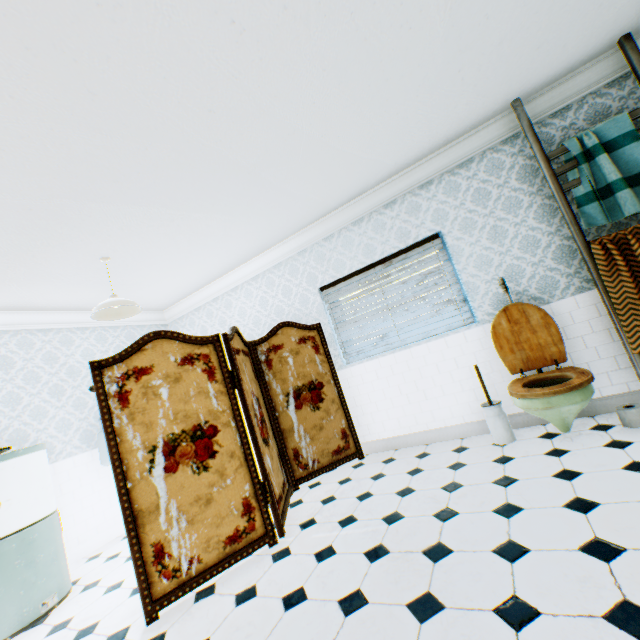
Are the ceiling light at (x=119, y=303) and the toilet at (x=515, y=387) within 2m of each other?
no

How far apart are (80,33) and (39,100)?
0.50m

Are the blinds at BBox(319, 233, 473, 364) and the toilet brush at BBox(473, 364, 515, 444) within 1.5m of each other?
yes

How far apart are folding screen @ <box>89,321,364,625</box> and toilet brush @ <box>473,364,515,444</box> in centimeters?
159cm

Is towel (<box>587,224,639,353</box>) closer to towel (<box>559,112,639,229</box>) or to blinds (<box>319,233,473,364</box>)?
towel (<box>559,112,639,229</box>)

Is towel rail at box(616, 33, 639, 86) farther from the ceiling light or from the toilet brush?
the ceiling light

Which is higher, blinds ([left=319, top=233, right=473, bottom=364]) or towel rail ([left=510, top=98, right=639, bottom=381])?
towel rail ([left=510, top=98, right=639, bottom=381])

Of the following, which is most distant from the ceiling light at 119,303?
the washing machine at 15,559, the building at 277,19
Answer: the washing machine at 15,559
